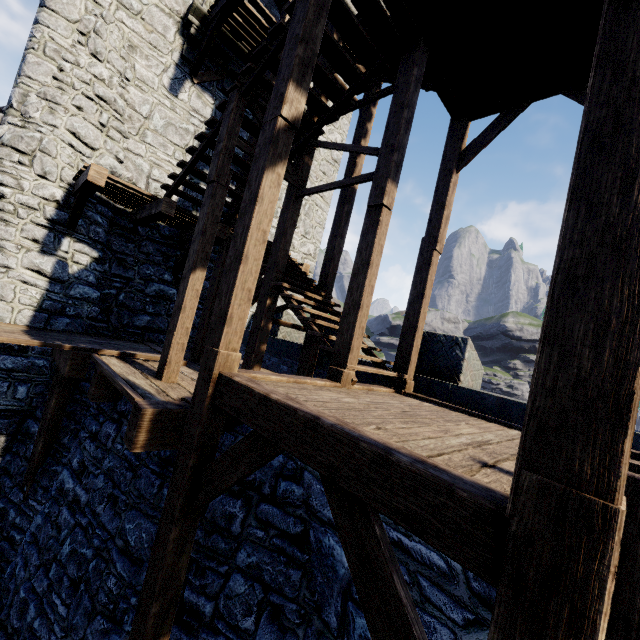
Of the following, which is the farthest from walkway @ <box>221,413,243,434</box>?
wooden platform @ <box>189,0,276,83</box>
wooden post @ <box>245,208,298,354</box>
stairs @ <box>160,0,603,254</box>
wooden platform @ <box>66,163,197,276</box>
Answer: wooden platform @ <box>189,0,276,83</box>

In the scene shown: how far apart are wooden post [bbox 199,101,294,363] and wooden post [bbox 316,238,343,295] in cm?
390

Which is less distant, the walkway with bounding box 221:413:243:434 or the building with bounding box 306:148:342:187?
the walkway with bounding box 221:413:243:434

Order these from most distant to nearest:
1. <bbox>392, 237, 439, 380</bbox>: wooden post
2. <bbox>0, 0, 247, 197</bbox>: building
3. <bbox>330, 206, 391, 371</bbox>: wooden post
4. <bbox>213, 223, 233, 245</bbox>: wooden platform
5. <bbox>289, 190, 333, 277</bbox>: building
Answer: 1. <bbox>289, 190, 333, 277</bbox>: building
2. <bbox>213, 223, 233, 245</bbox>: wooden platform
3. <bbox>0, 0, 247, 197</bbox>: building
4. <bbox>392, 237, 439, 380</bbox>: wooden post
5. <bbox>330, 206, 391, 371</bbox>: wooden post

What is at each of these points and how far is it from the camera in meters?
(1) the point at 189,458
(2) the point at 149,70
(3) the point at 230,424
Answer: (1) stairs, 3.2
(2) building, 8.6
(3) walkway, 4.4

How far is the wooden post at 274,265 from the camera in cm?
641

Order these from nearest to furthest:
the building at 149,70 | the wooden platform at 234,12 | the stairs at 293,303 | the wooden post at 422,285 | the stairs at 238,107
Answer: the stairs at 238,107, the stairs at 293,303, the wooden post at 422,285, the building at 149,70, the wooden platform at 234,12

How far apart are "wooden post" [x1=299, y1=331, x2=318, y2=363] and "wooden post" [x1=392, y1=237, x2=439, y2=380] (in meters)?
2.00
